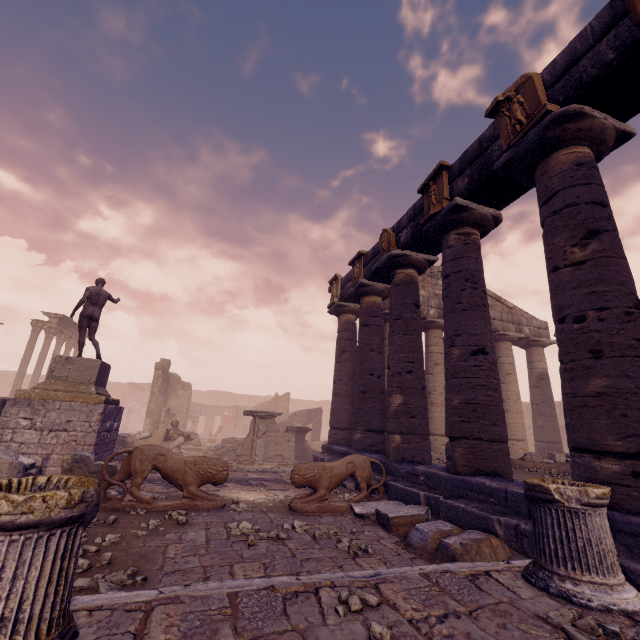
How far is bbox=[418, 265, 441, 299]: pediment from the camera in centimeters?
1502cm

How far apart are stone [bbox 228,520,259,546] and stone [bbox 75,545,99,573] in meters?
1.5

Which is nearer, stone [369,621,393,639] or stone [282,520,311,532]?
stone [369,621,393,639]

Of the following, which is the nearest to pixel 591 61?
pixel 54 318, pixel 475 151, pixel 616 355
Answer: pixel 475 151

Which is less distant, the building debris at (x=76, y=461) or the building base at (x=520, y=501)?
the building base at (x=520, y=501)

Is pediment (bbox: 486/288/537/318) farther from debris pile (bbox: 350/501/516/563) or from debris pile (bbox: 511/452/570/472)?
debris pile (bbox: 350/501/516/563)

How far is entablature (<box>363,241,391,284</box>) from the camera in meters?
10.3 m

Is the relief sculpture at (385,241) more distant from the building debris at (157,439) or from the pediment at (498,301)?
the building debris at (157,439)
